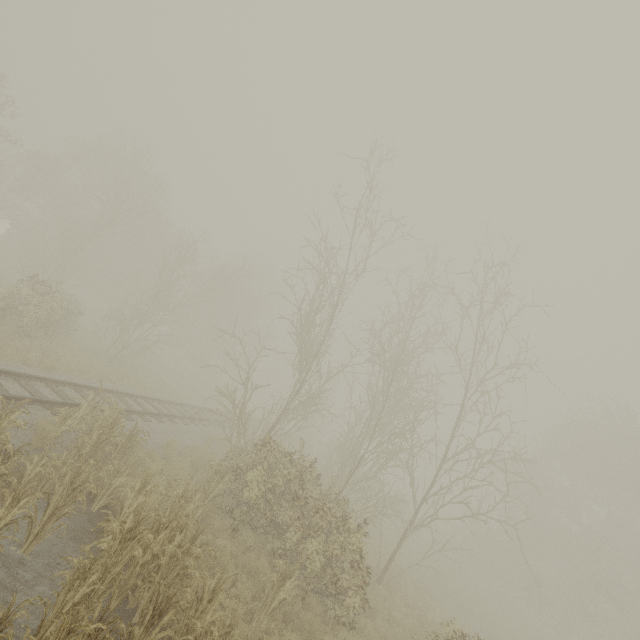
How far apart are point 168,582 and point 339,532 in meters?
5.0 m
